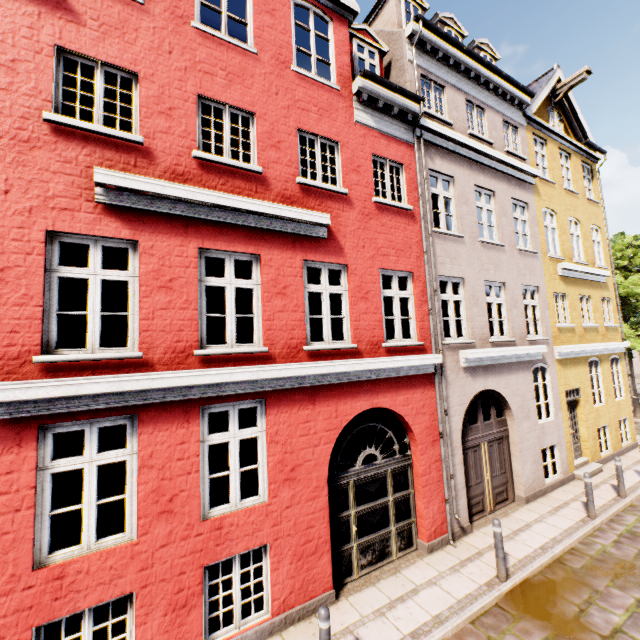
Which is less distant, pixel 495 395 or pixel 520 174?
pixel 495 395
